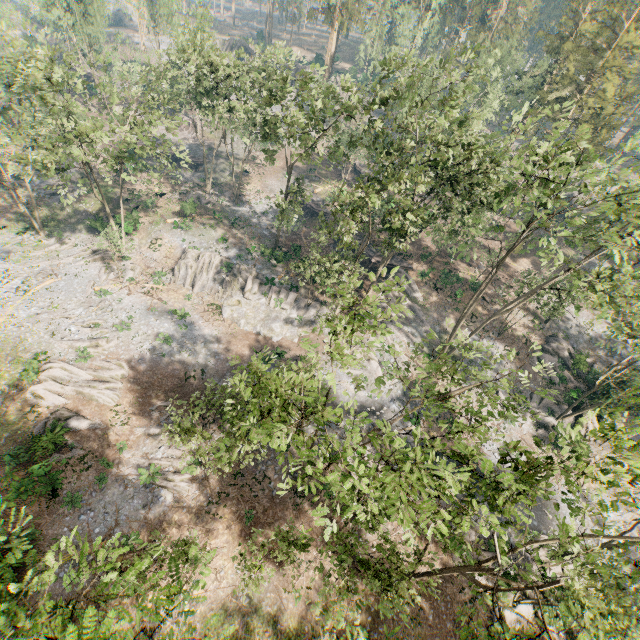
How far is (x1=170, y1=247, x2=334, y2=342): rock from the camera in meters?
35.8 m

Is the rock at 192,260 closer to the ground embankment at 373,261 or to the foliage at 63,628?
the foliage at 63,628

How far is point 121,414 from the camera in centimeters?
2641cm

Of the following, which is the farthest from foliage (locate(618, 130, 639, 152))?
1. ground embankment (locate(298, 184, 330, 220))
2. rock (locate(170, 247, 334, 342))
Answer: ground embankment (locate(298, 184, 330, 220))

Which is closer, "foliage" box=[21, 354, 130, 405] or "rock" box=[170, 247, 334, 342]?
"foliage" box=[21, 354, 130, 405]

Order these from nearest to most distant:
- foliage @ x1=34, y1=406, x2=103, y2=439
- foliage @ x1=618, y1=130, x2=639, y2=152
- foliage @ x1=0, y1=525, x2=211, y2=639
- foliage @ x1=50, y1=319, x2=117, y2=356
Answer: foliage @ x1=0, y1=525, x2=211, y2=639 < foliage @ x1=618, y1=130, x2=639, y2=152 < foliage @ x1=34, y1=406, x2=103, y2=439 < foliage @ x1=50, y1=319, x2=117, y2=356

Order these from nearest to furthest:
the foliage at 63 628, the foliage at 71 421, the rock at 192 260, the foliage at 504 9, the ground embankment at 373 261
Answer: the foliage at 63 628 → the foliage at 504 9 → the foliage at 71 421 → the rock at 192 260 → the ground embankment at 373 261

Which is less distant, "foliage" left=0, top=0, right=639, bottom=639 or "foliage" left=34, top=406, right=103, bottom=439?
"foliage" left=0, top=0, right=639, bottom=639
